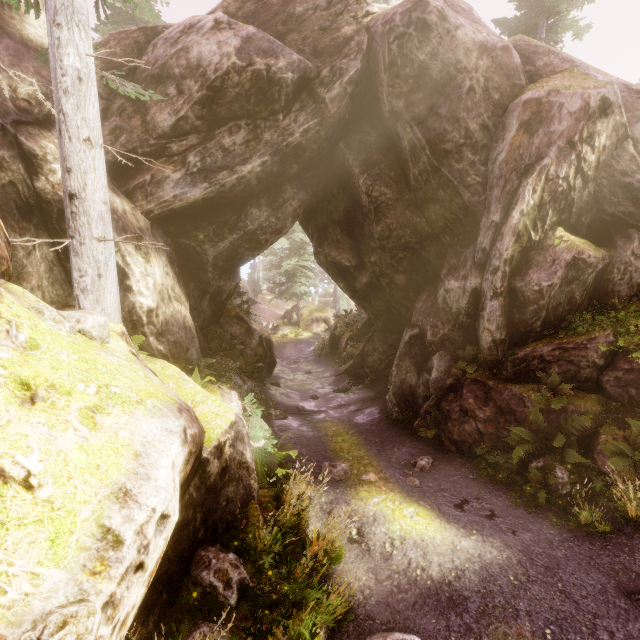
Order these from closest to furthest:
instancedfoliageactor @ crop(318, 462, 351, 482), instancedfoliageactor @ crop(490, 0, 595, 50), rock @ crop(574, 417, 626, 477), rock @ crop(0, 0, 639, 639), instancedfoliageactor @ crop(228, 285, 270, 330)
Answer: rock @ crop(0, 0, 639, 639), instancedfoliageactor @ crop(318, 462, 351, 482), rock @ crop(574, 417, 626, 477), instancedfoliageactor @ crop(490, 0, 595, 50), instancedfoliageactor @ crop(228, 285, 270, 330)

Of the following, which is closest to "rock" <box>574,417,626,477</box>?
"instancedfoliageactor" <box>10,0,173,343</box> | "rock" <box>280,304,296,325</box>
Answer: "instancedfoliageactor" <box>10,0,173,343</box>

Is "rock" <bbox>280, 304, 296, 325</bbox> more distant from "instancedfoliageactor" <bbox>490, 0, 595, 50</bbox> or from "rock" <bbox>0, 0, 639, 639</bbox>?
"rock" <bbox>0, 0, 639, 639</bbox>

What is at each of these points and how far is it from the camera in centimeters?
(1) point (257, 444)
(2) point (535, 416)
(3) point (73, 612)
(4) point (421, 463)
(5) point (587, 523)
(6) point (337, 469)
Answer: (1) instancedfoliageactor, 816cm
(2) instancedfoliageactor, 782cm
(3) instancedfoliageactor, 153cm
(4) instancedfoliageactor, 913cm
(5) instancedfoliageactor, 632cm
(6) instancedfoliageactor, 872cm

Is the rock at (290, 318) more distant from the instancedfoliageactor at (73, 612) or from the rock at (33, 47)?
the rock at (33, 47)
